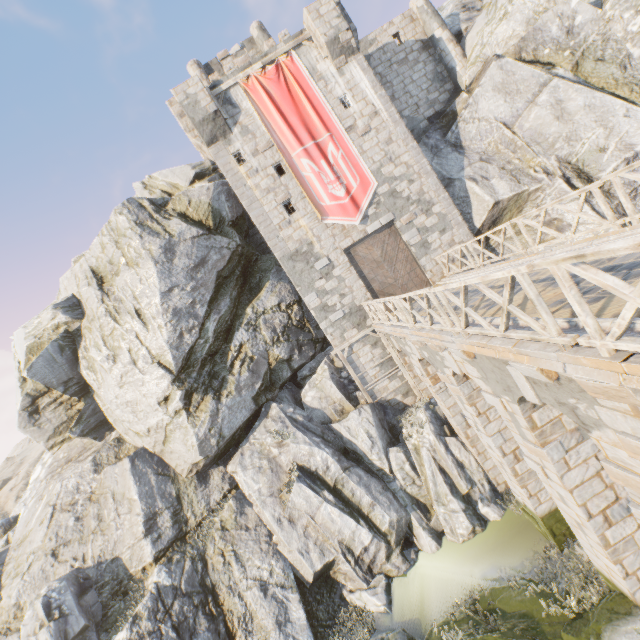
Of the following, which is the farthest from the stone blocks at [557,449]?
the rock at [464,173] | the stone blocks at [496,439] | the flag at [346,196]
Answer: the flag at [346,196]

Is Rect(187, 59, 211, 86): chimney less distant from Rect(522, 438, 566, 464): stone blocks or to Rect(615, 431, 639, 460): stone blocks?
Rect(615, 431, 639, 460): stone blocks

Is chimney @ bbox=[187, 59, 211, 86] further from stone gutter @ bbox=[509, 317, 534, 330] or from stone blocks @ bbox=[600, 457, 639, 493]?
stone blocks @ bbox=[600, 457, 639, 493]

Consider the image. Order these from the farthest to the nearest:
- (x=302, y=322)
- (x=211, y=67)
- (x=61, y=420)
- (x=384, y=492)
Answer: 1. (x=211, y=67)
2. (x=61, y=420)
3. (x=302, y=322)
4. (x=384, y=492)

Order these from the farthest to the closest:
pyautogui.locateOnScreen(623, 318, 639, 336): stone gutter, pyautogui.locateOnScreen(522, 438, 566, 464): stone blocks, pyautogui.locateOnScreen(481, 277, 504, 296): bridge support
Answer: pyautogui.locateOnScreen(481, 277, 504, 296): bridge support → pyautogui.locateOnScreen(522, 438, 566, 464): stone blocks → pyautogui.locateOnScreen(623, 318, 639, 336): stone gutter

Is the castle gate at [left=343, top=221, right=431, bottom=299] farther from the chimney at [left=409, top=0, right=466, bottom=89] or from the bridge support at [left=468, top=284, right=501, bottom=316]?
the chimney at [left=409, top=0, right=466, bottom=89]

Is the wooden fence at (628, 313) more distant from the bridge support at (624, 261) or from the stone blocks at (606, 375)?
the bridge support at (624, 261)

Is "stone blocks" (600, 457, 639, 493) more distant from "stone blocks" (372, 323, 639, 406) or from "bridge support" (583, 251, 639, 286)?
"bridge support" (583, 251, 639, 286)
